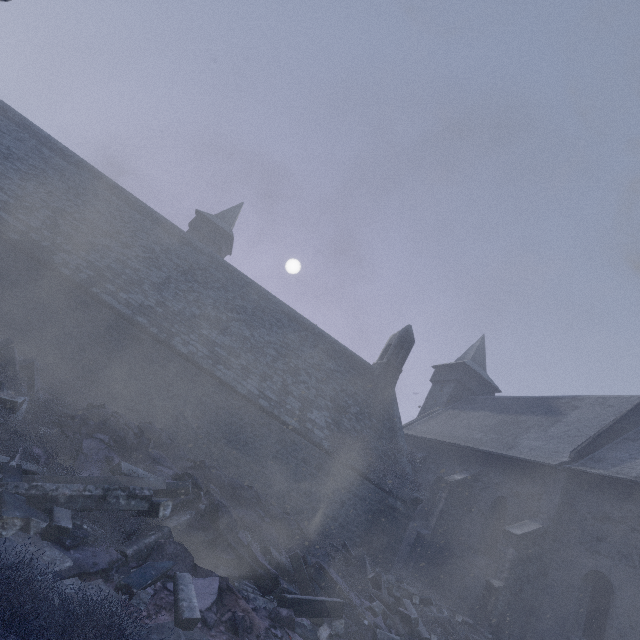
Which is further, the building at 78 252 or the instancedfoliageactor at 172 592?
the building at 78 252

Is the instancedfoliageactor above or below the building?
below

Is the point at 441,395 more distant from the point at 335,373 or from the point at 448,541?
the point at 335,373

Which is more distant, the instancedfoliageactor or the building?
the building

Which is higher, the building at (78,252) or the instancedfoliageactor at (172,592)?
the building at (78,252)
